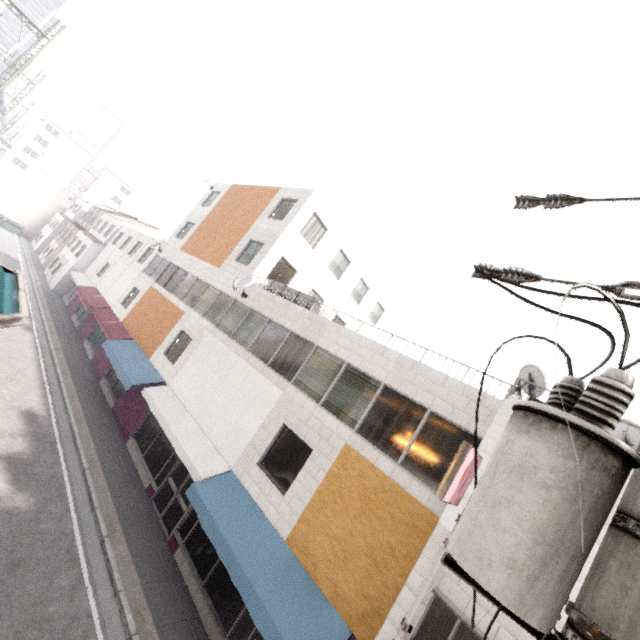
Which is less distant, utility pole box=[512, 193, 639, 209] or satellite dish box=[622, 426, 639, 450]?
utility pole box=[512, 193, 639, 209]

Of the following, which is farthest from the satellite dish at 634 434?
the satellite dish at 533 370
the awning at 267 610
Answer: the awning at 267 610

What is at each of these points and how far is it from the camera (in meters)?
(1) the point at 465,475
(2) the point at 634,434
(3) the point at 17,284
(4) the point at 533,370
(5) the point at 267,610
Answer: (1) sign, 5.99
(2) satellite dish, 6.83
(3) exterior awning, 5.37
(4) satellite dish, 6.98
(5) awning, 6.80

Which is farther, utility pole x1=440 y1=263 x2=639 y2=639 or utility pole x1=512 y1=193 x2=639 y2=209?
utility pole x1=512 y1=193 x2=639 y2=209

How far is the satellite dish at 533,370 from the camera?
6.73m

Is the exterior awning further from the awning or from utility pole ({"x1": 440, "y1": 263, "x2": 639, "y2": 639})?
the awning

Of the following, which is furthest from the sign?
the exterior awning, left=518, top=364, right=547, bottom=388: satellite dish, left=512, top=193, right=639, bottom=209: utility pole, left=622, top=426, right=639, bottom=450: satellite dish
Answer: the exterior awning

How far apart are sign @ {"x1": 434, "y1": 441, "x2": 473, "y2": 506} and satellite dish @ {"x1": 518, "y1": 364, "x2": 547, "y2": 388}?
1.9m
